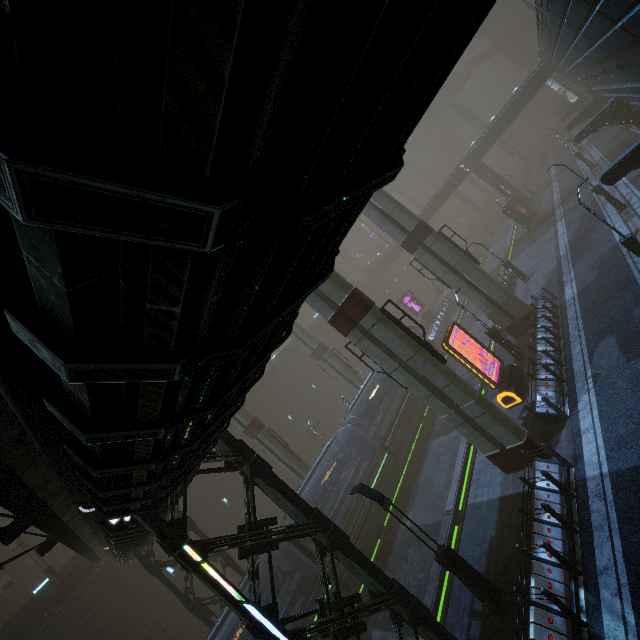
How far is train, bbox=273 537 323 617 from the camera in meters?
15.7

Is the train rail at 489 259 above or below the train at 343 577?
below

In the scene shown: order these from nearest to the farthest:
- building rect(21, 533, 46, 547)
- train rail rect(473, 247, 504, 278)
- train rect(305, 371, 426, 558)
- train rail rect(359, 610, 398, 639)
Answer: train rail rect(359, 610, 398, 639) → train rect(305, 371, 426, 558) → building rect(21, 533, 46, 547) → train rail rect(473, 247, 504, 278)

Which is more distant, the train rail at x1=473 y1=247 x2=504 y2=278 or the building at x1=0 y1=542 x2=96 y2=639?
the train rail at x1=473 y1=247 x2=504 y2=278

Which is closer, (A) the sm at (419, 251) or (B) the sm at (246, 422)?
(A) the sm at (419, 251)

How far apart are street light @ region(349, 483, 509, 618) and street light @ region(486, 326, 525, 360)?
12.7m

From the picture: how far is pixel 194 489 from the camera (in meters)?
31.39

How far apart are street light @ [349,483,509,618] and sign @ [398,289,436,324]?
35.2m
